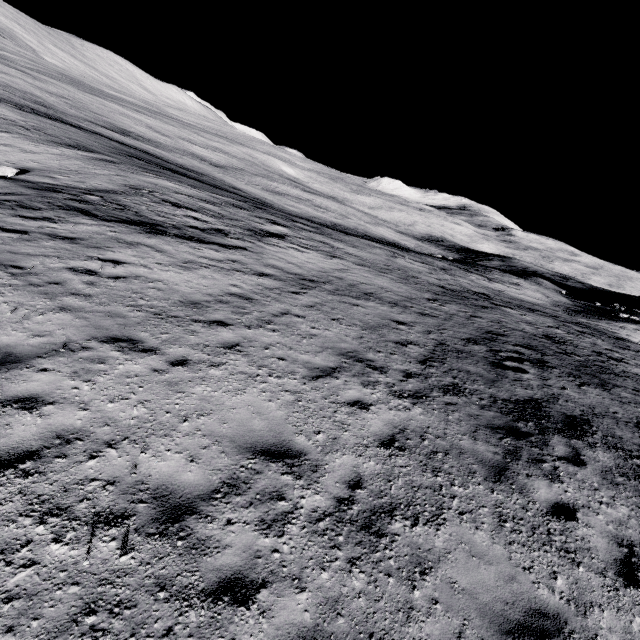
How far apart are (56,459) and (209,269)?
7.8m
